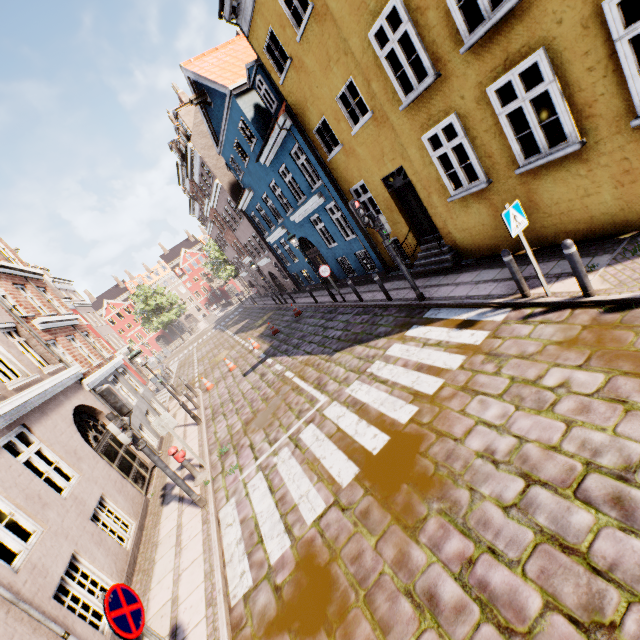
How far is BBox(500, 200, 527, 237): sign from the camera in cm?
563

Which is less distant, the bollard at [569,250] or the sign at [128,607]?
the sign at [128,607]

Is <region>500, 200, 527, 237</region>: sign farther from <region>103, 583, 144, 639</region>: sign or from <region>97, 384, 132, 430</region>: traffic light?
<region>97, 384, 132, 430</region>: traffic light

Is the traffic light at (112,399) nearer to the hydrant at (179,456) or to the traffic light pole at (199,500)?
the traffic light pole at (199,500)

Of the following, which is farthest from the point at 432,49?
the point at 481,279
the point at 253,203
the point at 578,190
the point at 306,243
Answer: the point at 306,243

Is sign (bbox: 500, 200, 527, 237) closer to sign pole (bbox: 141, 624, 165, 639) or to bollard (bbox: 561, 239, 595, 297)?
bollard (bbox: 561, 239, 595, 297)

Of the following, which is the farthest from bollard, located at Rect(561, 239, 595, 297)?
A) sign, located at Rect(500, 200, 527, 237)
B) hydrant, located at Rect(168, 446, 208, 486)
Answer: hydrant, located at Rect(168, 446, 208, 486)

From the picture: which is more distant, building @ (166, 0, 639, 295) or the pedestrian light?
the pedestrian light
